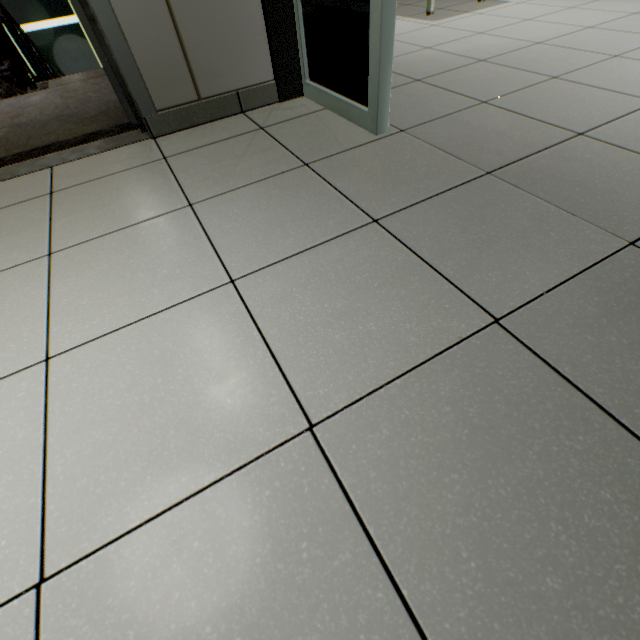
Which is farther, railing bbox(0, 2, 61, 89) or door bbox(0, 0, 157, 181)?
railing bbox(0, 2, 61, 89)

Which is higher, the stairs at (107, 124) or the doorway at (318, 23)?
the doorway at (318, 23)

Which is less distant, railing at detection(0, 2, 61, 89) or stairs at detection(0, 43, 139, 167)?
stairs at detection(0, 43, 139, 167)

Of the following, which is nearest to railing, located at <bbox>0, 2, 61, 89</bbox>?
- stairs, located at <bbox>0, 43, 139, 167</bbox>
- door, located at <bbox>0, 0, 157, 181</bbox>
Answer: stairs, located at <bbox>0, 43, 139, 167</bbox>

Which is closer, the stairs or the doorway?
the doorway

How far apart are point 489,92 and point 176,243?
1.7m

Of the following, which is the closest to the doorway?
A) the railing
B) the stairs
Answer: the stairs

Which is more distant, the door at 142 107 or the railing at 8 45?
the railing at 8 45
